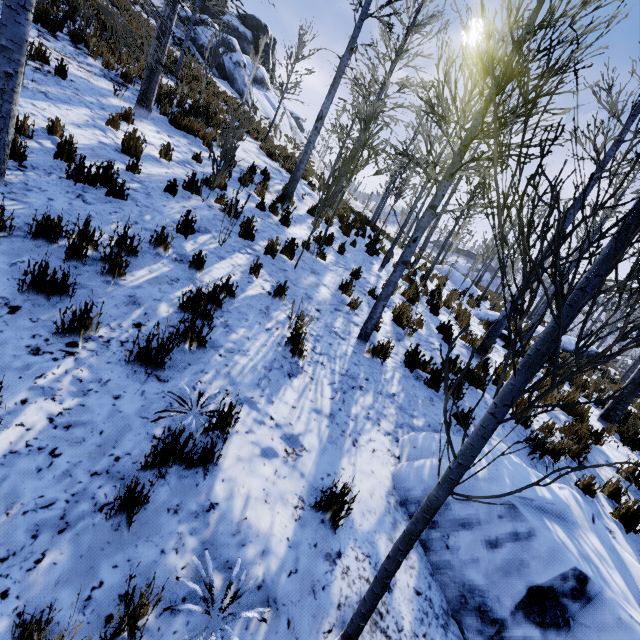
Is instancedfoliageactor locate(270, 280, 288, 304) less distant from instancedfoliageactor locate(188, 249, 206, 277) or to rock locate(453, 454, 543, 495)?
instancedfoliageactor locate(188, 249, 206, 277)

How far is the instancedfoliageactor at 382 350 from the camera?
5.3m

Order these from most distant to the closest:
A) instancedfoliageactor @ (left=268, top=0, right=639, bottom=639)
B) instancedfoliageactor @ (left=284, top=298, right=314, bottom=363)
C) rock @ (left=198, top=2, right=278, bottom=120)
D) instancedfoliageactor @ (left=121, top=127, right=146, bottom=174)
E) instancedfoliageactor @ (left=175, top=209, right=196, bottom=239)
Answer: rock @ (left=198, top=2, right=278, bottom=120) < instancedfoliageactor @ (left=121, top=127, right=146, bottom=174) < instancedfoliageactor @ (left=175, top=209, right=196, bottom=239) < instancedfoliageactor @ (left=284, top=298, right=314, bottom=363) < instancedfoliageactor @ (left=268, top=0, right=639, bottom=639)

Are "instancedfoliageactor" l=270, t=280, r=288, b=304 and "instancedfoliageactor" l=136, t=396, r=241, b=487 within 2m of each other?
no

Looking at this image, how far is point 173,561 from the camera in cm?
218

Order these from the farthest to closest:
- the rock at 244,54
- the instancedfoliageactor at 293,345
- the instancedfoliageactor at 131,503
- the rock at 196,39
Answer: the rock at 244,54, the rock at 196,39, the instancedfoliageactor at 293,345, the instancedfoliageactor at 131,503

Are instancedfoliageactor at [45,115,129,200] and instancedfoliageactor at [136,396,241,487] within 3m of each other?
no

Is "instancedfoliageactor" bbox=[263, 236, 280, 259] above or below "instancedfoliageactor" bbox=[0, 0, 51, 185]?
below
